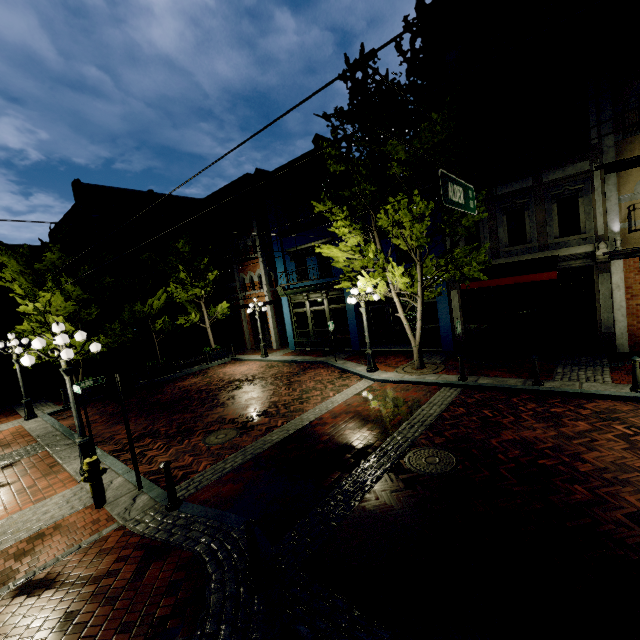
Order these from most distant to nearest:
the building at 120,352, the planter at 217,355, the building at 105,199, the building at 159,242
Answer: the building at 159,242
the building at 120,352
the building at 105,199
the planter at 217,355

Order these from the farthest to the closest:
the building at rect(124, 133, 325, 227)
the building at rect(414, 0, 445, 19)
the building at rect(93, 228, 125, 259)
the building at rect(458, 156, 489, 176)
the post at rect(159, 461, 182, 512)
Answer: the building at rect(93, 228, 125, 259), the building at rect(124, 133, 325, 227), the building at rect(458, 156, 489, 176), the building at rect(414, 0, 445, 19), the post at rect(159, 461, 182, 512)

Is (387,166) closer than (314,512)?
No

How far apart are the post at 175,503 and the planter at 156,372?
13.5 meters

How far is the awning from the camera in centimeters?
1077cm

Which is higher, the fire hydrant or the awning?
the awning

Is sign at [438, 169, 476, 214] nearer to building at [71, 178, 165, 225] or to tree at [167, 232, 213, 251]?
tree at [167, 232, 213, 251]

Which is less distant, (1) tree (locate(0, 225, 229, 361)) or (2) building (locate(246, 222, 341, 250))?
(1) tree (locate(0, 225, 229, 361))
